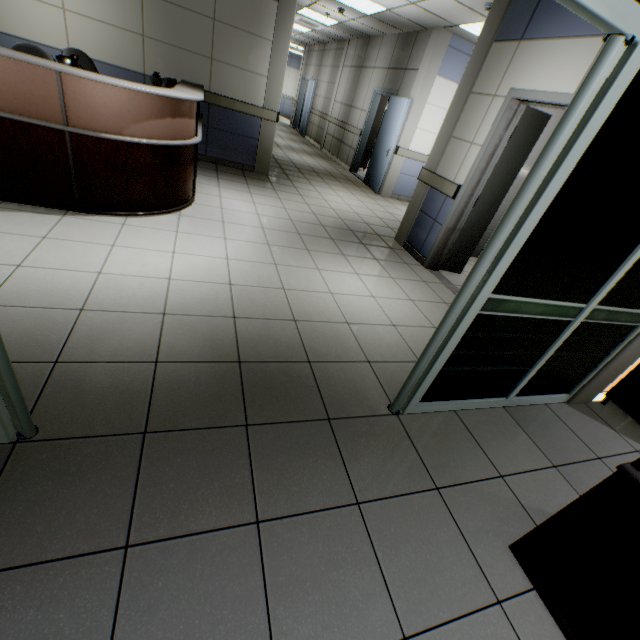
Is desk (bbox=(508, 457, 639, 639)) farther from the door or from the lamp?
the door

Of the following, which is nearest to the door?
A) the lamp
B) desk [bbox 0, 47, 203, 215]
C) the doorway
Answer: desk [bbox 0, 47, 203, 215]

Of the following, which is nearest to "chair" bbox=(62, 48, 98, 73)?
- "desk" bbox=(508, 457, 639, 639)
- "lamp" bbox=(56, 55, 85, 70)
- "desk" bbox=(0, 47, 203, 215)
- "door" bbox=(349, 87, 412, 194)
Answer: "desk" bbox=(0, 47, 203, 215)

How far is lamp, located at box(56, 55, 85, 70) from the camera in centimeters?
291cm

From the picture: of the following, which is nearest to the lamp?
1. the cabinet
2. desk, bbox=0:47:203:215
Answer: desk, bbox=0:47:203:215

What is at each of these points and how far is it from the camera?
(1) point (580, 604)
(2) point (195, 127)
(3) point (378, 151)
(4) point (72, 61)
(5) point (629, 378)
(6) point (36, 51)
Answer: (1) desk, 1.3 meters
(2) desk, 3.9 meters
(3) door, 8.1 meters
(4) lamp, 3.0 meters
(5) cabinet, 2.8 meters
(6) chair, 3.4 meters

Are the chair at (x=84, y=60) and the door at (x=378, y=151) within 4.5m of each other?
no

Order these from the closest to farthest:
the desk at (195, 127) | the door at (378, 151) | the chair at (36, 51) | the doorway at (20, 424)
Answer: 1. the doorway at (20, 424)
2. the desk at (195, 127)
3. the chair at (36, 51)
4. the door at (378, 151)
